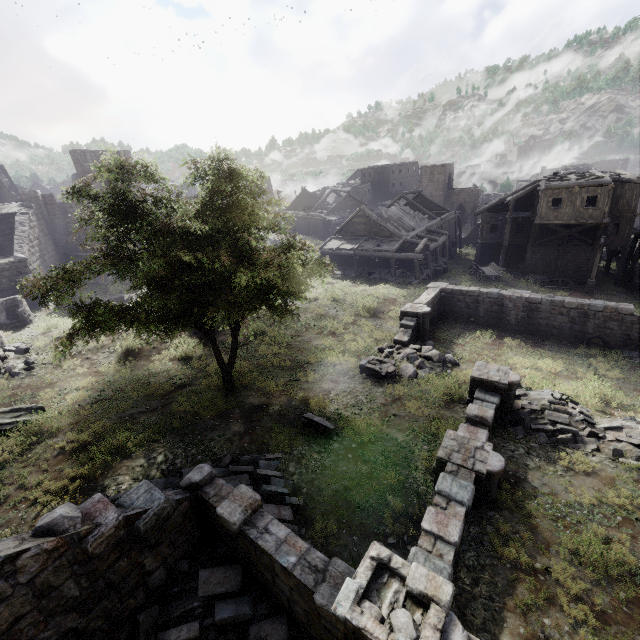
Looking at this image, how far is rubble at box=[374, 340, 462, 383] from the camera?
15.68m

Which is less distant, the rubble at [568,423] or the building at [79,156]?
the rubble at [568,423]

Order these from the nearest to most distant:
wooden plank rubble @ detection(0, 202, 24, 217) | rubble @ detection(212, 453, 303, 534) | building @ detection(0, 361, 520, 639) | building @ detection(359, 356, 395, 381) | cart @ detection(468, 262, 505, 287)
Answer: building @ detection(0, 361, 520, 639) < rubble @ detection(212, 453, 303, 534) < building @ detection(359, 356, 395, 381) < wooden plank rubble @ detection(0, 202, 24, 217) < cart @ detection(468, 262, 505, 287)

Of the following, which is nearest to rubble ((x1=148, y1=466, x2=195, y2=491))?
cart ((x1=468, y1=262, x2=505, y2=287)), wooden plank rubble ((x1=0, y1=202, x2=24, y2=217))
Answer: cart ((x1=468, y1=262, x2=505, y2=287))

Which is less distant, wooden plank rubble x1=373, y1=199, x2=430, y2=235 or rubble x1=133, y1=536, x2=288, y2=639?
rubble x1=133, y1=536, x2=288, y2=639

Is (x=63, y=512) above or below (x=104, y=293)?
above

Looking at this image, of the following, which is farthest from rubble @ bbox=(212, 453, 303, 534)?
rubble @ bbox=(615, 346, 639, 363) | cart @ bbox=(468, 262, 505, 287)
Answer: cart @ bbox=(468, 262, 505, 287)

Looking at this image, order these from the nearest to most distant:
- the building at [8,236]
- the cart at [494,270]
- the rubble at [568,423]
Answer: the rubble at [568,423]
the building at [8,236]
the cart at [494,270]
